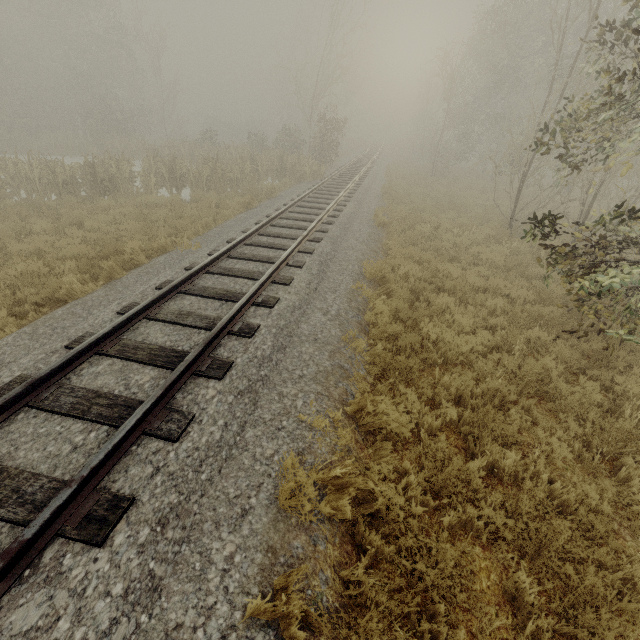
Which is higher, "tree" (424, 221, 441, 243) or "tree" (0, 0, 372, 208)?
"tree" (0, 0, 372, 208)

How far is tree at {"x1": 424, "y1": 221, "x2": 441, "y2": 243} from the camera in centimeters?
1162cm

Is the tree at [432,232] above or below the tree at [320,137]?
below

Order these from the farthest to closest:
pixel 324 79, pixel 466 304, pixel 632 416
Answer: pixel 324 79, pixel 466 304, pixel 632 416

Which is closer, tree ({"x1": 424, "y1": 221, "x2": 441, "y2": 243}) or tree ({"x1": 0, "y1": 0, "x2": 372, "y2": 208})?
tree ({"x1": 424, "y1": 221, "x2": 441, "y2": 243})

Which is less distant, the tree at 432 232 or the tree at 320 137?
the tree at 432 232
